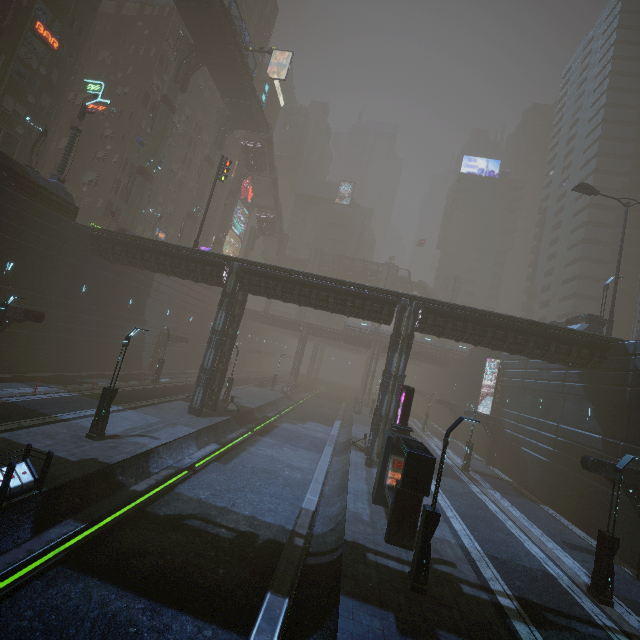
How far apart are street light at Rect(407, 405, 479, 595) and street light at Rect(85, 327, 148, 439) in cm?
1431

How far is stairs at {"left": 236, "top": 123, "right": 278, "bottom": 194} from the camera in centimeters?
5188cm

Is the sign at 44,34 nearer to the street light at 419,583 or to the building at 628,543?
Result: the building at 628,543

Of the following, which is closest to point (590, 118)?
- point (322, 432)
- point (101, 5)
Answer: point (322, 432)

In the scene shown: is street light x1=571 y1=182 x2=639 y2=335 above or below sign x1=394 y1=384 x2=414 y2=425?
above

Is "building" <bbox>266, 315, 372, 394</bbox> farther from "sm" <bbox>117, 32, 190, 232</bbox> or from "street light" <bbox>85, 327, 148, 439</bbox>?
"street light" <bbox>85, 327, 148, 439</bbox>

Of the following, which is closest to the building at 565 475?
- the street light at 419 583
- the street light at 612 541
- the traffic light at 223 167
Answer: the traffic light at 223 167

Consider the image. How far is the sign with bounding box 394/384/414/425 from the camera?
18.30m
